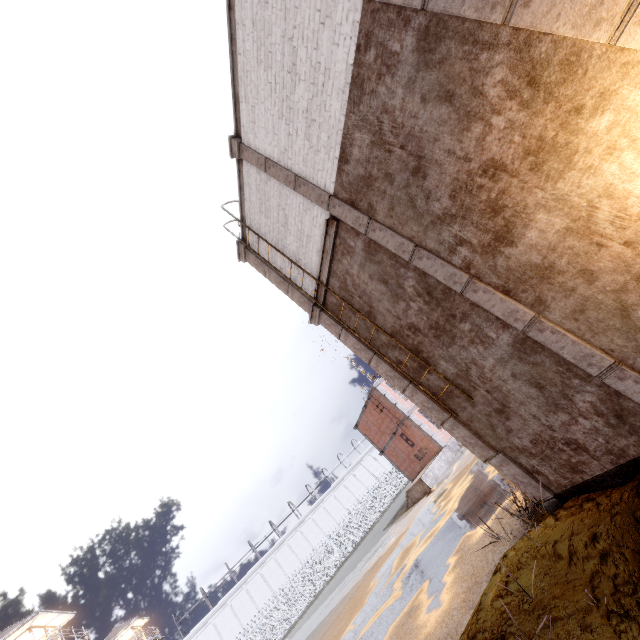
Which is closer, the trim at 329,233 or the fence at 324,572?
the trim at 329,233

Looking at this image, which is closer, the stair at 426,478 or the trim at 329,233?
the trim at 329,233

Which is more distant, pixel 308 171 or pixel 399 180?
pixel 308 171

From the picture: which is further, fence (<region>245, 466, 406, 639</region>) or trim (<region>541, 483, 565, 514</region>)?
fence (<region>245, 466, 406, 639</region>)

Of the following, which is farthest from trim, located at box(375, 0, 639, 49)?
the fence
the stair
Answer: the stair

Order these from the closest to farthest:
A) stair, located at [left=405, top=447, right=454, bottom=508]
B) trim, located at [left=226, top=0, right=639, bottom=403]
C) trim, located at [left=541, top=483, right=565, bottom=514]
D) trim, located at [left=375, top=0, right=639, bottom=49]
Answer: trim, located at [left=375, top=0, right=639, bottom=49] < trim, located at [left=226, top=0, right=639, bottom=403] < trim, located at [left=541, top=483, right=565, bottom=514] < stair, located at [left=405, top=447, right=454, bottom=508]

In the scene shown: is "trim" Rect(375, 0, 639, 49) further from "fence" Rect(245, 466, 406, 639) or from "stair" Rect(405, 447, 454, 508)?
"stair" Rect(405, 447, 454, 508)
